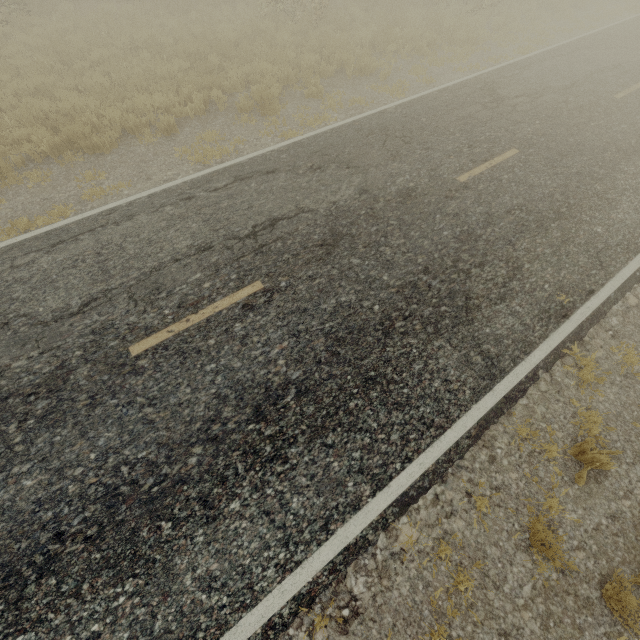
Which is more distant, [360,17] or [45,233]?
[360,17]
